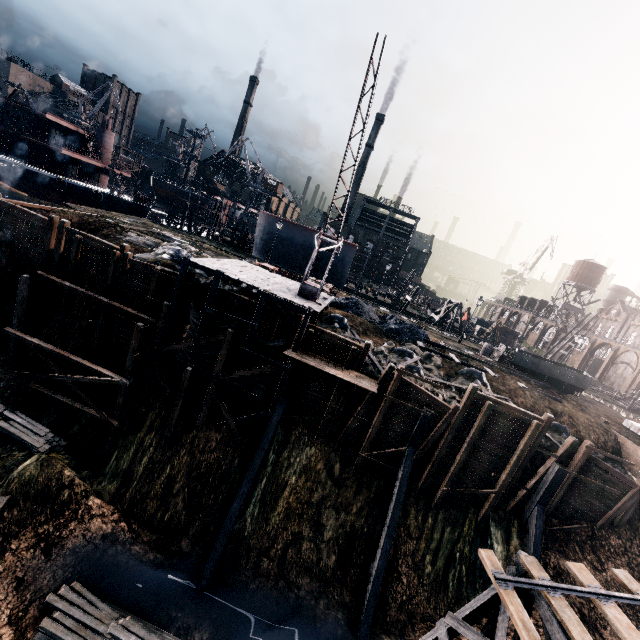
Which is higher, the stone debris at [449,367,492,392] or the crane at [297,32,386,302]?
the crane at [297,32,386,302]

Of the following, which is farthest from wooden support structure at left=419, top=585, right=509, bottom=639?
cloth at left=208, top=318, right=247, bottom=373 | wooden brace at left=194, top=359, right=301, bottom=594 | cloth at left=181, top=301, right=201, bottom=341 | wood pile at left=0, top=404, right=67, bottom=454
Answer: wood pile at left=0, top=404, right=67, bottom=454

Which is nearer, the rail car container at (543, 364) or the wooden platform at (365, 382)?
the wooden platform at (365, 382)

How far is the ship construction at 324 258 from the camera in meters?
46.5 m

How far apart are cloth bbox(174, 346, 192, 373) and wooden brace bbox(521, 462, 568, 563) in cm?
2316

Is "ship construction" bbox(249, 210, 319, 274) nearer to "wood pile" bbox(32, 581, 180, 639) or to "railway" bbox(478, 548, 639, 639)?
"railway" bbox(478, 548, 639, 639)

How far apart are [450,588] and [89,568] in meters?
19.7
